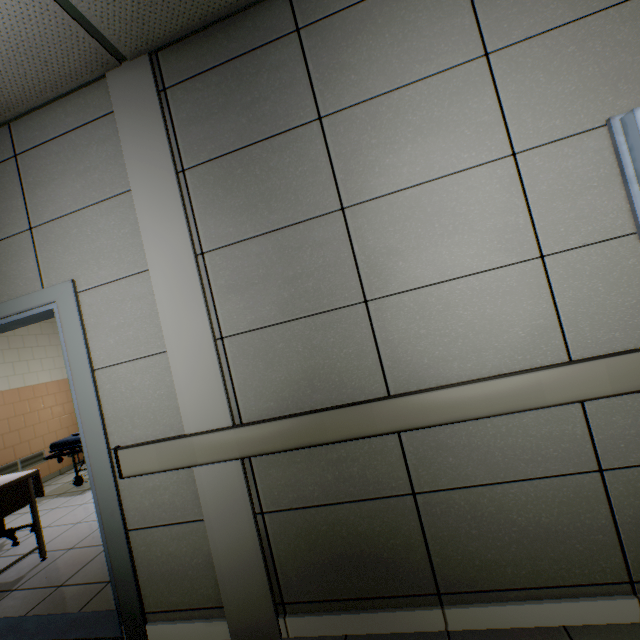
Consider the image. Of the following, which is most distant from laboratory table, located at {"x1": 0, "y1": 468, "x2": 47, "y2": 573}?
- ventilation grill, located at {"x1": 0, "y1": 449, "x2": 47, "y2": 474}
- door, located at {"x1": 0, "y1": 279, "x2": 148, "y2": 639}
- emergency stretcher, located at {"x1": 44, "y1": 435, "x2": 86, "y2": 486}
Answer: ventilation grill, located at {"x1": 0, "y1": 449, "x2": 47, "y2": 474}

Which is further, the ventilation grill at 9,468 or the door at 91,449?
the ventilation grill at 9,468

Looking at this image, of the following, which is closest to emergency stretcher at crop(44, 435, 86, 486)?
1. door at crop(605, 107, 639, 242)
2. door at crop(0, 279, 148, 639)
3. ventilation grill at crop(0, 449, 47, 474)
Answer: ventilation grill at crop(0, 449, 47, 474)

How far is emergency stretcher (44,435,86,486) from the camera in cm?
490

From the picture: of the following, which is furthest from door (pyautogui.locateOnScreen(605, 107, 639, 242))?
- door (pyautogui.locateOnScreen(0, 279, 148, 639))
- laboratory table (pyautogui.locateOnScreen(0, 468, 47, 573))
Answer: laboratory table (pyautogui.locateOnScreen(0, 468, 47, 573))

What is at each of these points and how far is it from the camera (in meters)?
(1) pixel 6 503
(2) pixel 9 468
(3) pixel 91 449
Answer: (1) laboratory table, 2.95
(2) ventilation grill, 5.57
(3) door, 1.93

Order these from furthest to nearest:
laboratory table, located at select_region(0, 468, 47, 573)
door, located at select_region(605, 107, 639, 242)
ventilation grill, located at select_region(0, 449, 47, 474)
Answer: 1. ventilation grill, located at select_region(0, 449, 47, 474)
2. laboratory table, located at select_region(0, 468, 47, 573)
3. door, located at select_region(605, 107, 639, 242)

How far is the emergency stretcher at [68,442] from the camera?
4.90m
